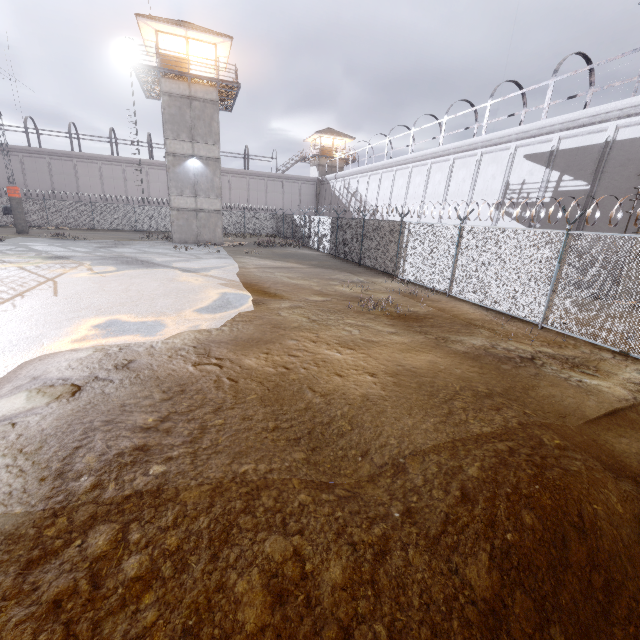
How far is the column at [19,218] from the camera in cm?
2578

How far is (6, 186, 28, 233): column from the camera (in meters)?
25.78

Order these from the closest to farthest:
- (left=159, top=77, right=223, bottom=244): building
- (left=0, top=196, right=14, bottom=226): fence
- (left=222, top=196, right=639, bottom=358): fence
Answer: (left=222, top=196, right=639, bottom=358): fence → (left=159, top=77, right=223, bottom=244): building → (left=0, top=196, right=14, bottom=226): fence

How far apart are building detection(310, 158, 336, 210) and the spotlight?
28.3 meters

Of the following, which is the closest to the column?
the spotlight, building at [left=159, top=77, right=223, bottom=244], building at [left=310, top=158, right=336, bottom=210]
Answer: building at [left=159, top=77, right=223, bottom=244]

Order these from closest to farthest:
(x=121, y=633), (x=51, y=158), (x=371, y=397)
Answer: (x=121, y=633) → (x=371, y=397) → (x=51, y=158)

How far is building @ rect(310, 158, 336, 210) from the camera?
46.7 meters

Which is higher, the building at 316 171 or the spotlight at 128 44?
the spotlight at 128 44
